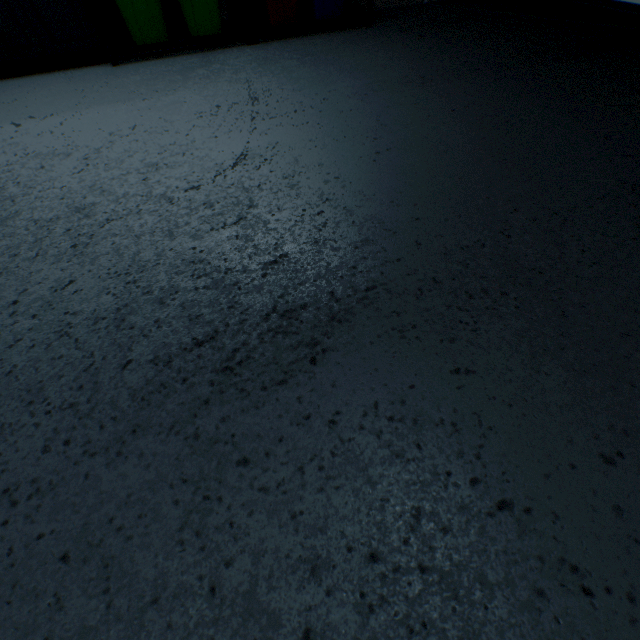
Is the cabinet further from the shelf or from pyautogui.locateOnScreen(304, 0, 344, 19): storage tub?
pyautogui.locateOnScreen(304, 0, 344, 19): storage tub

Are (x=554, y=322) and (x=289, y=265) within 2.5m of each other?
yes

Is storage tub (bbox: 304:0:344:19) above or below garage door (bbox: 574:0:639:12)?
above

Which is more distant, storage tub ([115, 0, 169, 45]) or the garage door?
the garage door

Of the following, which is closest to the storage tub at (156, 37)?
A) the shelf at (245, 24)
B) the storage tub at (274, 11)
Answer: the shelf at (245, 24)

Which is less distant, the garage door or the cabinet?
the cabinet

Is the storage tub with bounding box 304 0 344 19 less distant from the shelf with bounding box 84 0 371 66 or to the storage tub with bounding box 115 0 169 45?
the shelf with bounding box 84 0 371 66

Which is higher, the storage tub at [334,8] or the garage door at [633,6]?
the storage tub at [334,8]
